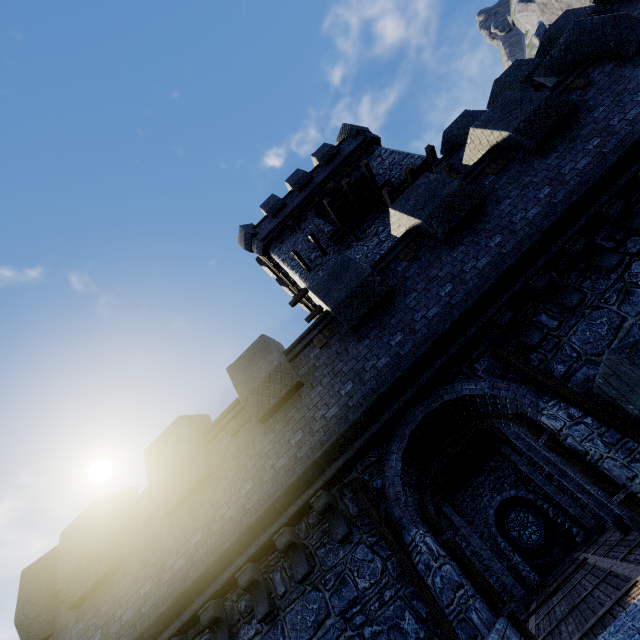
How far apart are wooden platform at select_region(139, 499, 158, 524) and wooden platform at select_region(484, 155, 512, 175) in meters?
11.7

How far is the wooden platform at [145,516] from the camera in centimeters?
767cm

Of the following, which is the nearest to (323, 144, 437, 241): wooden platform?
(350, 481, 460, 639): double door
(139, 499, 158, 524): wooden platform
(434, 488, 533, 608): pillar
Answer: (350, 481, 460, 639): double door

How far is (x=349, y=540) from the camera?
5.8m

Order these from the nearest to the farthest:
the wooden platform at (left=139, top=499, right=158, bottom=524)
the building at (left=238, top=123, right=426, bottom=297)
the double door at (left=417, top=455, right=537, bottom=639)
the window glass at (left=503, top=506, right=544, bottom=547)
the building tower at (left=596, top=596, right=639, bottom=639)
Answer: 1. the building tower at (left=596, top=596, right=639, bottom=639)
2. the double door at (left=417, top=455, right=537, bottom=639)
3. the wooden platform at (left=139, top=499, right=158, bottom=524)
4. the building at (left=238, top=123, right=426, bottom=297)
5. the window glass at (left=503, top=506, right=544, bottom=547)

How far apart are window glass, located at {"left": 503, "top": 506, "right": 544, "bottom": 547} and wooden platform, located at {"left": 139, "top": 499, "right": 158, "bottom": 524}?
20.6m

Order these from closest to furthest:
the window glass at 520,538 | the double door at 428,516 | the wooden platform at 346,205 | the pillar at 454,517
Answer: the double door at 428,516 < the wooden platform at 346,205 < the pillar at 454,517 < the window glass at 520,538

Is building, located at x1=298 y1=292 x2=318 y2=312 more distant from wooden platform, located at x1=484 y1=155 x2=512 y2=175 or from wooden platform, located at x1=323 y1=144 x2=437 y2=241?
wooden platform, located at x1=484 y1=155 x2=512 y2=175
